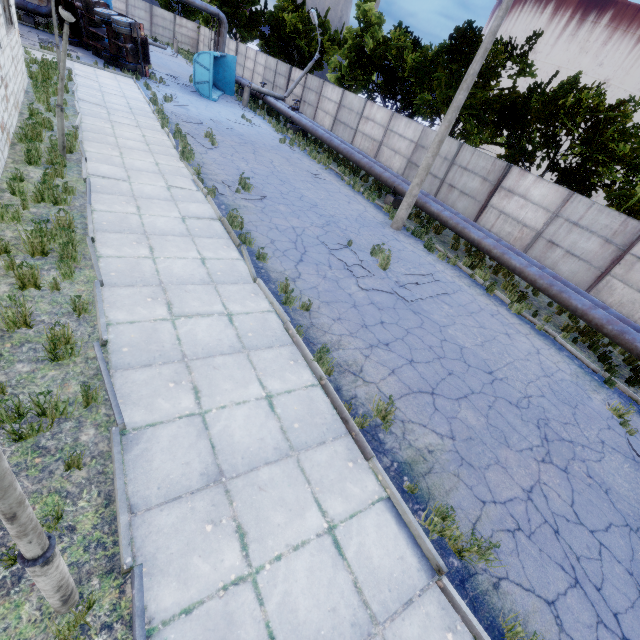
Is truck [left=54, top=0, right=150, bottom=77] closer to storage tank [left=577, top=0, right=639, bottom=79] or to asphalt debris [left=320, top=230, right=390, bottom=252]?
asphalt debris [left=320, top=230, right=390, bottom=252]

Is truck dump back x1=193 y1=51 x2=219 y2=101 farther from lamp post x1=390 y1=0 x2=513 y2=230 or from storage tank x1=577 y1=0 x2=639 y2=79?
storage tank x1=577 y1=0 x2=639 y2=79

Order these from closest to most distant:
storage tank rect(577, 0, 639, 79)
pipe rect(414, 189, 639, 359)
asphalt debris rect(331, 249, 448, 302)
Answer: asphalt debris rect(331, 249, 448, 302) → pipe rect(414, 189, 639, 359) → storage tank rect(577, 0, 639, 79)

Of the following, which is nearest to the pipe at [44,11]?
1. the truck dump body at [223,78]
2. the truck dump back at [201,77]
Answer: the truck dump body at [223,78]

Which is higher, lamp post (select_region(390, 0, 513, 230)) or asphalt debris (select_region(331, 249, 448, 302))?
lamp post (select_region(390, 0, 513, 230))

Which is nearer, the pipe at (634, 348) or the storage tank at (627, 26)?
the pipe at (634, 348)

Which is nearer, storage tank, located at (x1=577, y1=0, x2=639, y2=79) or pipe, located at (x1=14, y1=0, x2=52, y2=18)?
pipe, located at (x1=14, y1=0, x2=52, y2=18)

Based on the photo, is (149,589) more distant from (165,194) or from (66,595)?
(165,194)
